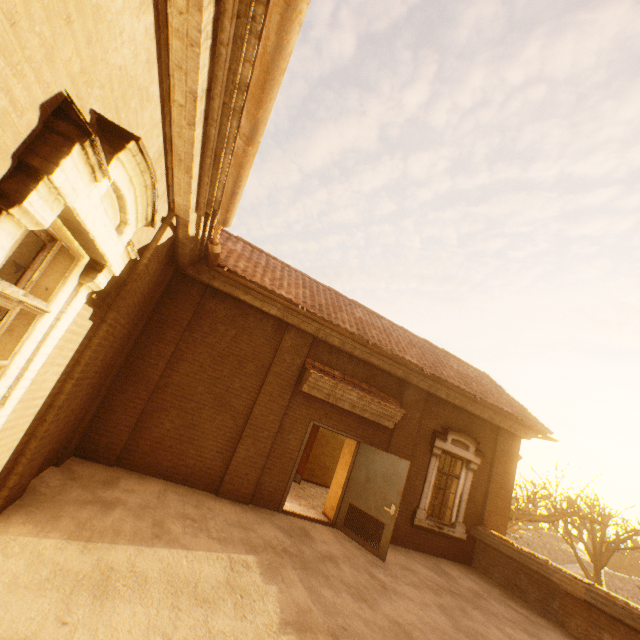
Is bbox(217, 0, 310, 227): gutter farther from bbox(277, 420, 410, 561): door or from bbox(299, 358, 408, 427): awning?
bbox(277, 420, 410, 561): door

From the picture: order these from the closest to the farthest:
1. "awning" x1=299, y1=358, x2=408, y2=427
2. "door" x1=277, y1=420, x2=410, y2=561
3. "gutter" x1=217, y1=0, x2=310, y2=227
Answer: "gutter" x1=217, y1=0, x2=310, y2=227 → "door" x1=277, y1=420, x2=410, y2=561 → "awning" x1=299, y1=358, x2=408, y2=427

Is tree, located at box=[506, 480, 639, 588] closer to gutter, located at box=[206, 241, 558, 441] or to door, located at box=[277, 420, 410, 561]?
gutter, located at box=[206, 241, 558, 441]

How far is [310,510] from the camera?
8.78m

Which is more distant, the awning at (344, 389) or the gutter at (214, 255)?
the awning at (344, 389)

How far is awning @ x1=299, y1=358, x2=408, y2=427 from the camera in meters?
8.0 m

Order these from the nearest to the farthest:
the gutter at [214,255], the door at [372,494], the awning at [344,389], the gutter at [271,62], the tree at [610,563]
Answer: the gutter at [271,62] < the gutter at [214,255] < the door at [372,494] < the awning at [344,389] < the tree at [610,563]

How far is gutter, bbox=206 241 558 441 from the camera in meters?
6.7 m
